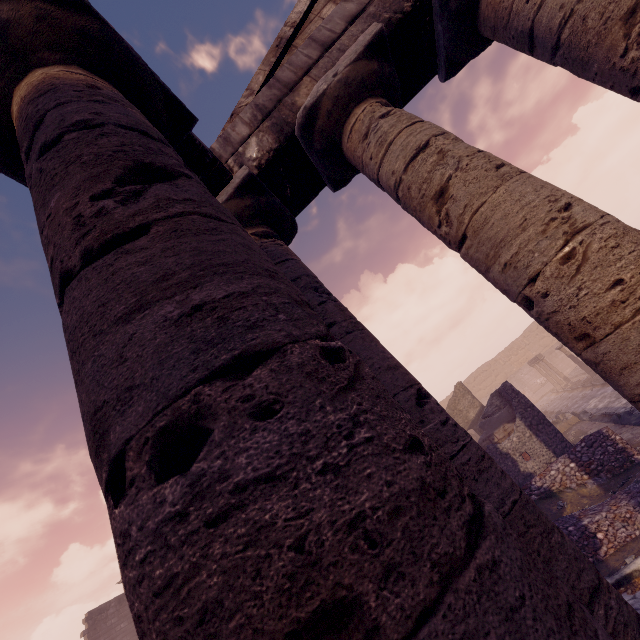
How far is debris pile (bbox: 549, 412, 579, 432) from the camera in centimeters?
1358cm

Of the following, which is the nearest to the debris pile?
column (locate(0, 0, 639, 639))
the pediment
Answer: the pediment

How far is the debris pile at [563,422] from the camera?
13.6m

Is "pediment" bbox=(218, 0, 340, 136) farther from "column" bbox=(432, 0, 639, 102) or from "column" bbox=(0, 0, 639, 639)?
"column" bbox=(0, 0, 639, 639)

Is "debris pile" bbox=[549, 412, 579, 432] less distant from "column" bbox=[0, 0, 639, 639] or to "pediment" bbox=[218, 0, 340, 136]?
"pediment" bbox=[218, 0, 340, 136]

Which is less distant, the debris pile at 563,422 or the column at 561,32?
the column at 561,32

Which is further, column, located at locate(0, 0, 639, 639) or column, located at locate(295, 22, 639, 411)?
column, located at locate(295, 22, 639, 411)

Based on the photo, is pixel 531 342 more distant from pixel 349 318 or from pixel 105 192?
pixel 105 192
